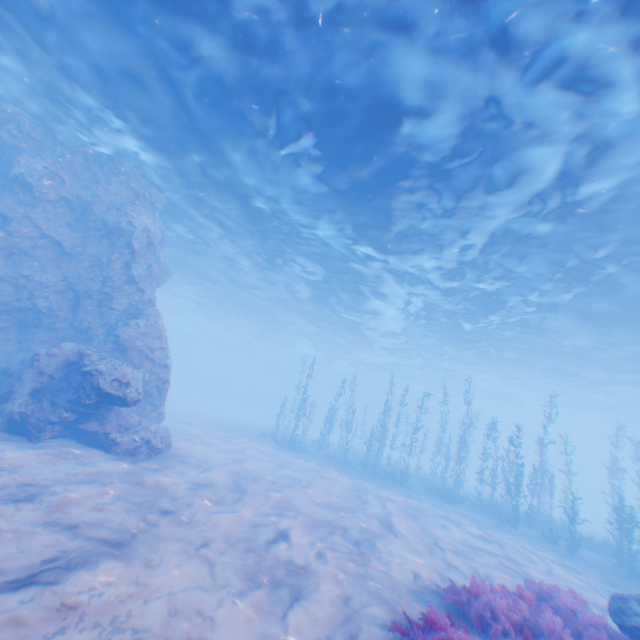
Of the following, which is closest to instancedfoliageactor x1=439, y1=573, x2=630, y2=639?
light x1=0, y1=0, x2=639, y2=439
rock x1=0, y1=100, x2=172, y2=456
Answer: rock x1=0, y1=100, x2=172, y2=456

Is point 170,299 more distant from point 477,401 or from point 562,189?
point 477,401

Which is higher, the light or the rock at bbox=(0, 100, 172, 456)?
the light

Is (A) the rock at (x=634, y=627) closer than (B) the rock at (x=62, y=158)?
Yes

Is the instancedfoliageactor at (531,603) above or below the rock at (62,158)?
below

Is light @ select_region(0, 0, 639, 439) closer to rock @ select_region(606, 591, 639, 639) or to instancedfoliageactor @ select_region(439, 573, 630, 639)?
rock @ select_region(606, 591, 639, 639)

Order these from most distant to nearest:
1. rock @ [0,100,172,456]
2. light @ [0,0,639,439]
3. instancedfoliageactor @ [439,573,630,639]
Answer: rock @ [0,100,172,456] < light @ [0,0,639,439] < instancedfoliageactor @ [439,573,630,639]

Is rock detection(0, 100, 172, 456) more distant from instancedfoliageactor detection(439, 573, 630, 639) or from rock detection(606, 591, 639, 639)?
instancedfoliageactor detection(439, 573, 630, 639)
